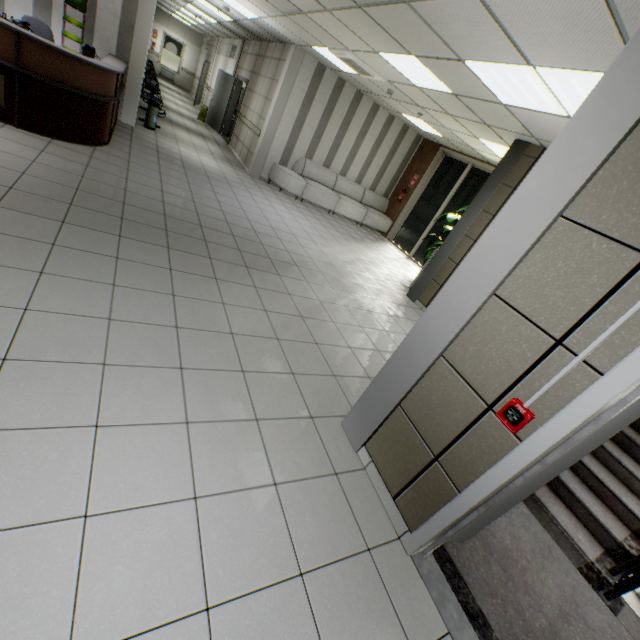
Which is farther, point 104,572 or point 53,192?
point 53,192

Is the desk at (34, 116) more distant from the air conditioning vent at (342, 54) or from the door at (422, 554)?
the door at (422, 554)

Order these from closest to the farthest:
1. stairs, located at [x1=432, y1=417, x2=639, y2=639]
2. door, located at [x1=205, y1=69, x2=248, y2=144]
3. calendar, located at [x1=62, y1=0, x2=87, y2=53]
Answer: stairs, located at [x1=432, y1=417, x2=639, y2=639] < calendar, located at [x1=62, y1=0, x2=87, y2=53] < door, located at [x1=205, y1=69, x2=248, y2=144]

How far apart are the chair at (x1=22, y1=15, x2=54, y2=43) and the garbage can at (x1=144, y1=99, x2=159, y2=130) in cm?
195

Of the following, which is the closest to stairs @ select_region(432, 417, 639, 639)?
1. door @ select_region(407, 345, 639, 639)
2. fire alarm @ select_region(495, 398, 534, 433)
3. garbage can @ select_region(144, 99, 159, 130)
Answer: door @ select_region(407, 345, 639, 639)

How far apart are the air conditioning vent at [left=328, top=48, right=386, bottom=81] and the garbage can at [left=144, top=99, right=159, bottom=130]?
4.44m

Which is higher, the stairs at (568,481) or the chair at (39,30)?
the chair at (39,30)

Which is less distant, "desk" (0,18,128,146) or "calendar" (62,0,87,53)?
"desk" (0,18,128,146)
